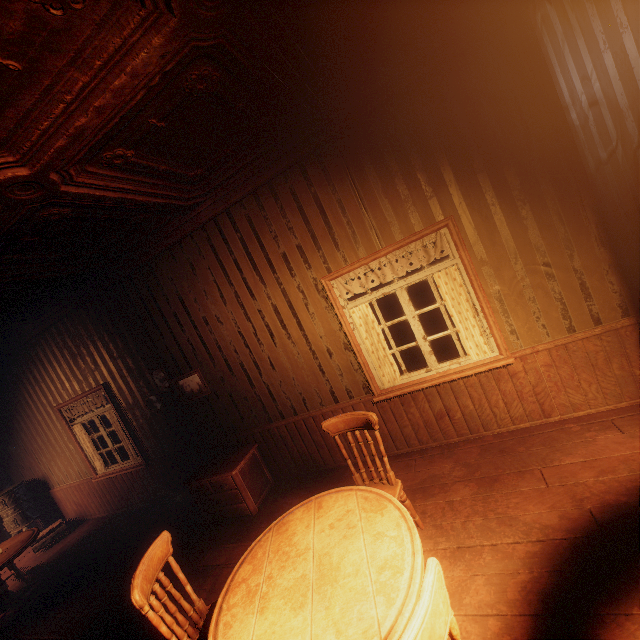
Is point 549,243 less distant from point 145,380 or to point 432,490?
point 432,490

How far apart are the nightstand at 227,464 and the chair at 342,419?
1.88m

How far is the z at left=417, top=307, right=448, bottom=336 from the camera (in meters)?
11.72

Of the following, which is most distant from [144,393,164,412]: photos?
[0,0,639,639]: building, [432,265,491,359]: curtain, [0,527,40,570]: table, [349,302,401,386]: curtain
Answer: [432,265,491,359]: curtain

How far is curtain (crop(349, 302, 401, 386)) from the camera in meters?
3.8

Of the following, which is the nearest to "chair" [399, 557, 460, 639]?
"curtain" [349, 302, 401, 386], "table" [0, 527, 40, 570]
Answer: "curtain" [349, 302, 401, 386]

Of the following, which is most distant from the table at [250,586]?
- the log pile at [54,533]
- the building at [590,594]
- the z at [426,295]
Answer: the log pile at [54,533]

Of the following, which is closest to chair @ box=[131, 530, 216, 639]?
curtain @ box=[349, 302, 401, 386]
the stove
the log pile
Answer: curtain @ box=[349, 302, 401, 386]
